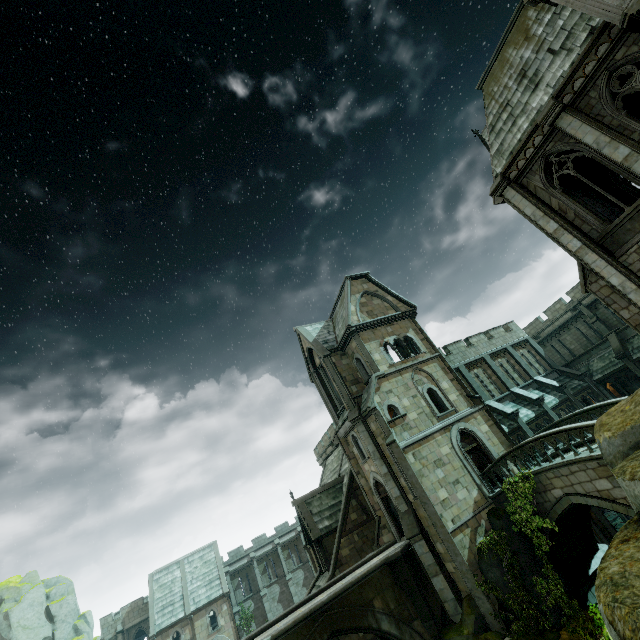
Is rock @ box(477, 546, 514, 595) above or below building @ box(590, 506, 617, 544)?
above

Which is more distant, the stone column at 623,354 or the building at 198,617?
the building at 198,617

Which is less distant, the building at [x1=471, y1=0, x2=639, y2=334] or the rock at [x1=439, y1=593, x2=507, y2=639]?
the building at [x1=471, y1=0, x2=639, y2=334]

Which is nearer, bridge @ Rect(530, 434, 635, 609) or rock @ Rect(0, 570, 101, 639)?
bridge @ Rect(530, 434, 635, 609)

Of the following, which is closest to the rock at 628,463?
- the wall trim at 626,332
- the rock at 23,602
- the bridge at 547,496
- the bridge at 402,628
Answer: the bridge at 547,496

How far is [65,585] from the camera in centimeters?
3891cm

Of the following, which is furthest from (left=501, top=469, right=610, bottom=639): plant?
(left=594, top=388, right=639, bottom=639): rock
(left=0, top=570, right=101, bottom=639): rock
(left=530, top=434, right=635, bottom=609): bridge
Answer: (left=0, top=570, right=101, bottom=639): rock

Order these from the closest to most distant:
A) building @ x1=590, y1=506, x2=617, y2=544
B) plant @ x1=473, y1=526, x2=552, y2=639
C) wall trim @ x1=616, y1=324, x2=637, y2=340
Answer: plant @ x1=473, y1=526, x2=552, y2=639
building @ x1=590, y1=506, x2=617, y2=544
wall trim @ x1=616, y1=324, x2=637, y2=340
